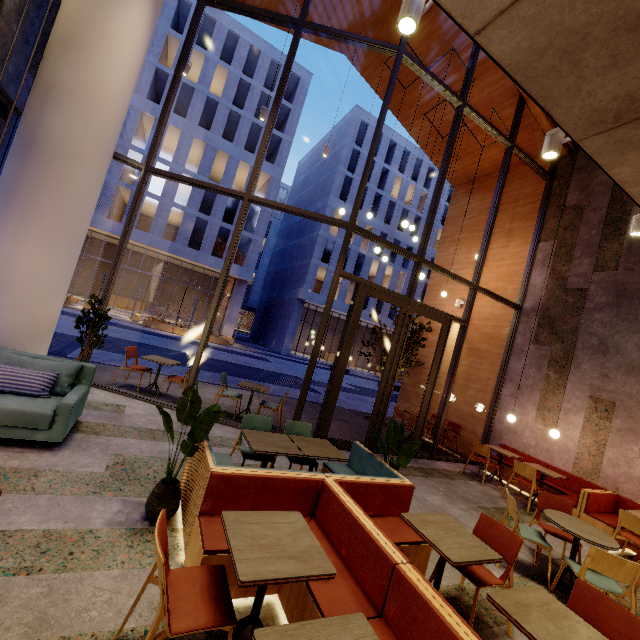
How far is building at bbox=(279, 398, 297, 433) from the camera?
7.3 meters

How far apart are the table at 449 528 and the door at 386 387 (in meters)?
3.53

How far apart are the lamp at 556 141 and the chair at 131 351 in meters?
7.6 m

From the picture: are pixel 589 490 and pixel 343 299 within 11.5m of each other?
no
